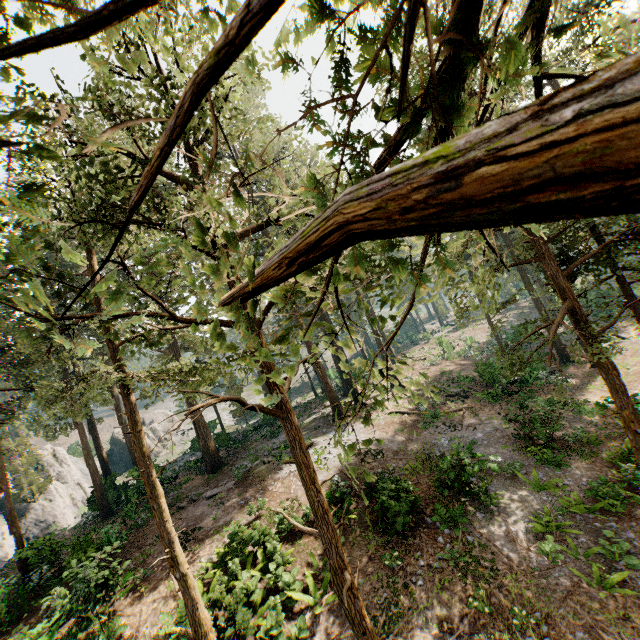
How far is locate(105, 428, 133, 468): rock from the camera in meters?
44.6 m

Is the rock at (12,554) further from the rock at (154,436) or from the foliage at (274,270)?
the rock at (154,436)

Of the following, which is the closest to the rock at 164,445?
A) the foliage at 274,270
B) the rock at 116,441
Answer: the rock at 116,441

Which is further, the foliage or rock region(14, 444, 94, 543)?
rock region(14, 444, 94, 543)

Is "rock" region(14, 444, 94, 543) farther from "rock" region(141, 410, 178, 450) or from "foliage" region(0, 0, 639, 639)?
"rock" region(141, 410, 178, 450)

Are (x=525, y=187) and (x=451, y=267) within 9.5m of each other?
yes

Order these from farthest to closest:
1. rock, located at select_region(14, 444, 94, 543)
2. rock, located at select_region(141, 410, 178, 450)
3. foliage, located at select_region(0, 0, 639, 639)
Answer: rock, located at select_region(141, 410, 178, 450), rock, located at select_region(14, 444, 94, 543), foliage, located at select_region(0, 0, 639, 639)
